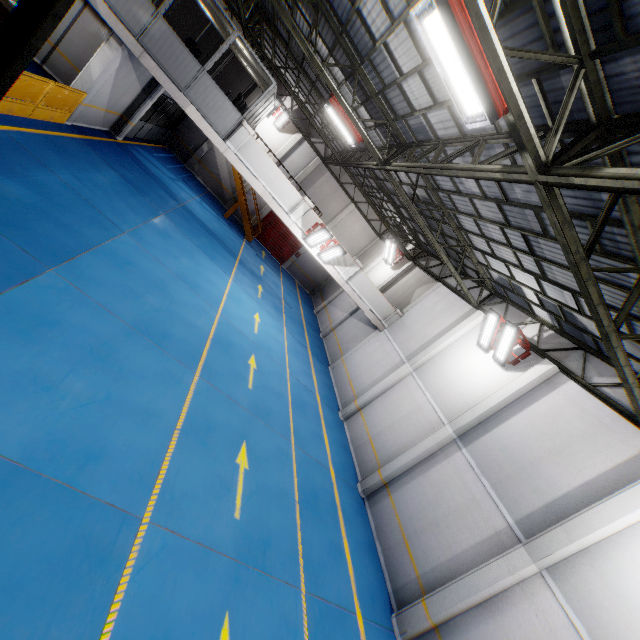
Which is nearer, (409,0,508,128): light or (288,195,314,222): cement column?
(409,0,508,128): light

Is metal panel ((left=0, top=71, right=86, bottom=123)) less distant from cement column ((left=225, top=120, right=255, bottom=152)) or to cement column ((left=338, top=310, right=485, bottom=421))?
cement column ((left=225, top=120, right=255, bottom=152))

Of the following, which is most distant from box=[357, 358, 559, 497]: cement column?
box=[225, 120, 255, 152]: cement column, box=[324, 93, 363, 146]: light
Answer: box=[225, 120, 255, 152]: cement column

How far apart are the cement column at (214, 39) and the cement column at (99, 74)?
11.4m

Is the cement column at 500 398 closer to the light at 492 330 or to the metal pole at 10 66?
the light at 492 330

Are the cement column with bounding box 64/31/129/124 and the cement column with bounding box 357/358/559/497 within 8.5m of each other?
no

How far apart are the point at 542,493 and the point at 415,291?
12.25m

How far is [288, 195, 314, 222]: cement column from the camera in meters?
14.5
